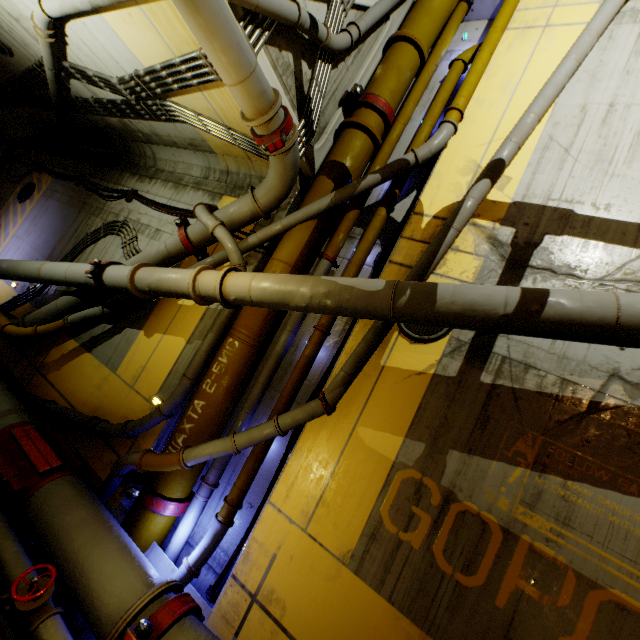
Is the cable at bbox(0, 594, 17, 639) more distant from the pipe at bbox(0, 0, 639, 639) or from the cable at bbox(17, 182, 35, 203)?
the cable at bbox(17, 182, 35, 203)

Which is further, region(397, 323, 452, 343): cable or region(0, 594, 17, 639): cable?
region(397, 323, 452, 343): cable

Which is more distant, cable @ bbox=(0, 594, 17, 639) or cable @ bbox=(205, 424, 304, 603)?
cable @ bbox=(205, 424, 304, 603)

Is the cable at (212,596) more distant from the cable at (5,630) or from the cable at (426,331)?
the cable at (5,630)

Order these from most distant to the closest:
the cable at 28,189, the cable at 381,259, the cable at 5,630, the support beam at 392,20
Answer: the cable at 28,189 → the support beam at 392,20 → the cable at 381,259 → the cable at 5,630

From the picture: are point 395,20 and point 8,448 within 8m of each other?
no

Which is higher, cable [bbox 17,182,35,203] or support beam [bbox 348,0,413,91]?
support beam [bbox 348,0,413,91]

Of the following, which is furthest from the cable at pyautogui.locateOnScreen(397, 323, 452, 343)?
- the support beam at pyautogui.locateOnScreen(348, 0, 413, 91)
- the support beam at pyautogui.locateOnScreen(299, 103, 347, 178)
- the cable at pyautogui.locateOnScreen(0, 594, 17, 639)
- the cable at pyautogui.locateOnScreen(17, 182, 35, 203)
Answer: the cable at pyautogui.locateOnScreen(0, 594, 17, 639)
